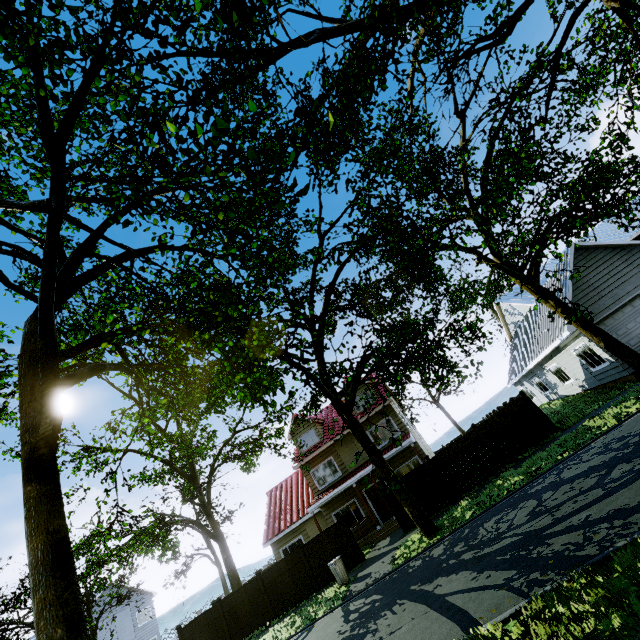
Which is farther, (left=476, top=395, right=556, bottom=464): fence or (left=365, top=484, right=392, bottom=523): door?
(left=365, top=484, right=392, bottom=523): door

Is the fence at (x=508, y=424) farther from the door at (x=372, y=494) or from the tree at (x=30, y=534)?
the door at (x=372, y=494)

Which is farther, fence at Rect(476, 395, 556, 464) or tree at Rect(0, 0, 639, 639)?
fence at Rect(476, 395, 556, 464)

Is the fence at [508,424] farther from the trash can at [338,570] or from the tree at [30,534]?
the trash can at [338,570]

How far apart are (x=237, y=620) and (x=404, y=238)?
21.0m

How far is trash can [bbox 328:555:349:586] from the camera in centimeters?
1364cm

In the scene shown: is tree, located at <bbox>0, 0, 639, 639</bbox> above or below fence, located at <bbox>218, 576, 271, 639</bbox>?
above

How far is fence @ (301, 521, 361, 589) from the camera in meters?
16.0 m
